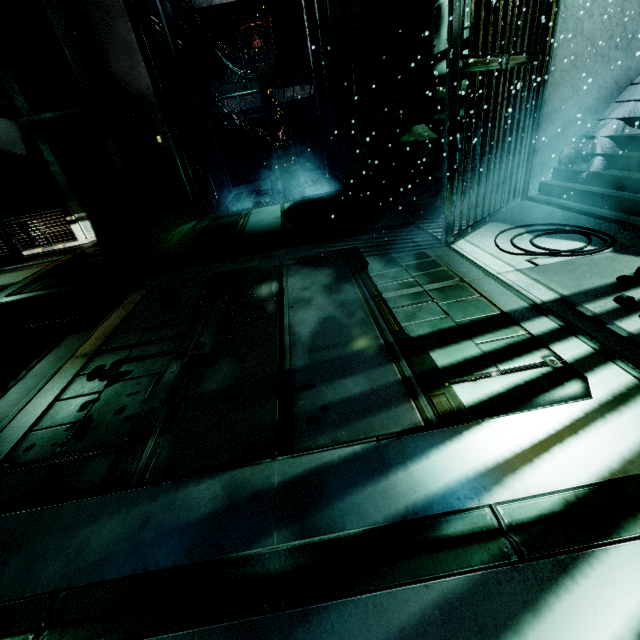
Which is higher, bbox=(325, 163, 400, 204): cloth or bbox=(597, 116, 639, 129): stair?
bbox=(597, 116, 639, 129): stair

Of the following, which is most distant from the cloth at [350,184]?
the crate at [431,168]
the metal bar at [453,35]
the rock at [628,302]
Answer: the rock at [628,302]

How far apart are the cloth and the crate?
0.02m

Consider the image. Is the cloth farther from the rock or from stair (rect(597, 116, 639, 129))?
the rock

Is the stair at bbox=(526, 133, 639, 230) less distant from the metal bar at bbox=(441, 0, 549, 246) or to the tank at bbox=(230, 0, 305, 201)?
the metal bar at bbox=(441, 0, 549, 246)

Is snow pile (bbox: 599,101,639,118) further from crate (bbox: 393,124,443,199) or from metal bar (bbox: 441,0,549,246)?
crate (bbox: 393,124,443,199)

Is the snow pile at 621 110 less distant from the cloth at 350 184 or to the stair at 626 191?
the stair at 626 191

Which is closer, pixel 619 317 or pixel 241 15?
pixel 619 317
